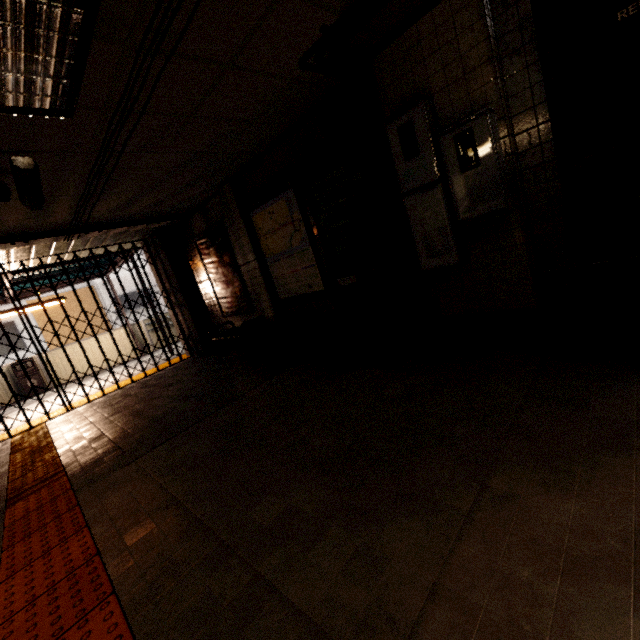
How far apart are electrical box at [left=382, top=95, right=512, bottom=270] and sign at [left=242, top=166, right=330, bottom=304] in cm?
160

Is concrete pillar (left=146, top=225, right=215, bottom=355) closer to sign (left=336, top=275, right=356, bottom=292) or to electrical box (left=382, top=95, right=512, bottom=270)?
sign (left=336, top=275, right=356, bottom=292)

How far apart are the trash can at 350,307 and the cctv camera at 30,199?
2.9m

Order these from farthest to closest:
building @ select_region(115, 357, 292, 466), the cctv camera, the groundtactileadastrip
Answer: building @ select_region(115, 357, 292, 466)
the cctv camera
the groundtactileadastrip

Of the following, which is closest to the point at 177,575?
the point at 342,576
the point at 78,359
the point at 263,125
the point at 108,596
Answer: the point at 108,596

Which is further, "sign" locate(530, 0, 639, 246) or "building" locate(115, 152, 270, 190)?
"building" locate(115, 152, 270, 190)

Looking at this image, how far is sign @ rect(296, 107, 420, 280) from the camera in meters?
3.4

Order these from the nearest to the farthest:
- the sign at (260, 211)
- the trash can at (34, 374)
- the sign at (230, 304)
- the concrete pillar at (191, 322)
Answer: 1. the sign at (260, 211)
2. the sign at (230, 304)
3. the concrete pillar at (191, 322)
4. the trash can at (34, 374)
